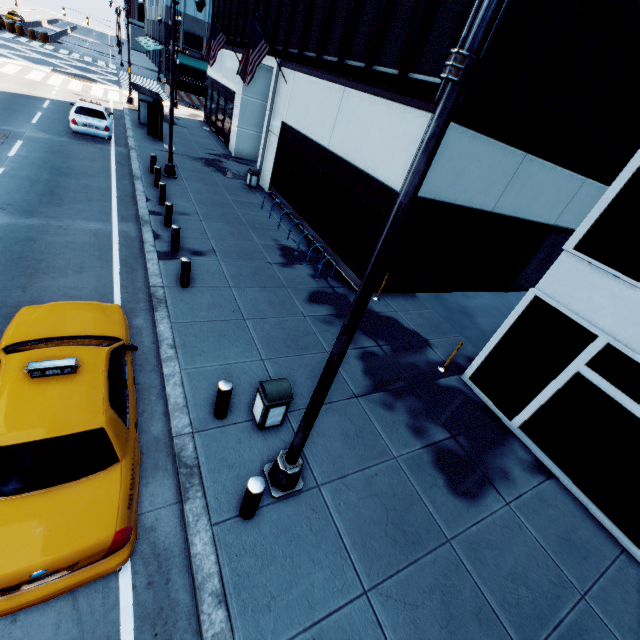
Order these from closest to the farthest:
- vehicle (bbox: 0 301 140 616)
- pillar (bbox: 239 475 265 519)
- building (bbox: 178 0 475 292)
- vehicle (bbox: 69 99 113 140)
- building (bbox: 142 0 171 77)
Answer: vehicle (bbox: 0 301 140 616) < pillar (bbox: 239 475 265 519) < building (bbox: 178 0 475 292) < vehicle (bbox: 69 99 113 140) < building (bbox: 142 0 171 77)

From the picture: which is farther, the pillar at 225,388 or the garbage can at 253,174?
the garbage can at 253,174

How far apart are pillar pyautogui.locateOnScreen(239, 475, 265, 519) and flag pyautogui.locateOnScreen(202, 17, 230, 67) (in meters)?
25.39

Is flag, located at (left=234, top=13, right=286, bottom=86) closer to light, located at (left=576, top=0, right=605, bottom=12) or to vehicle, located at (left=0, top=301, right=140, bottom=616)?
vehicle, located at (left=0, top=301, right=140, bottom=616)

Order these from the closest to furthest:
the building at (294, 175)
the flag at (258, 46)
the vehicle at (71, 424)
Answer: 1. the vehicle at (71, 424)
2. the building at (294, 175)
3. the flag at (258, 46)

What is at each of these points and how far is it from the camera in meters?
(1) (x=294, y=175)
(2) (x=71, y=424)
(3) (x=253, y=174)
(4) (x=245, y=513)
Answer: (1) building, 15.9 m
(2) vehicle, 4.2 m
(3) garbage can, 18.2 m
(4) pillar, 4.9 m

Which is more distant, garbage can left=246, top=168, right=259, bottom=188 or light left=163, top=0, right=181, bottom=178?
garbage can left=246, top=168, right=259, bottom=188

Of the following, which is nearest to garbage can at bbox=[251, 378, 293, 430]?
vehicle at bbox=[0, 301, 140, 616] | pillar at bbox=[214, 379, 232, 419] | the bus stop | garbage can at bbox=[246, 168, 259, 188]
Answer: pillar at bbox=[214, 379, 232, 419]
